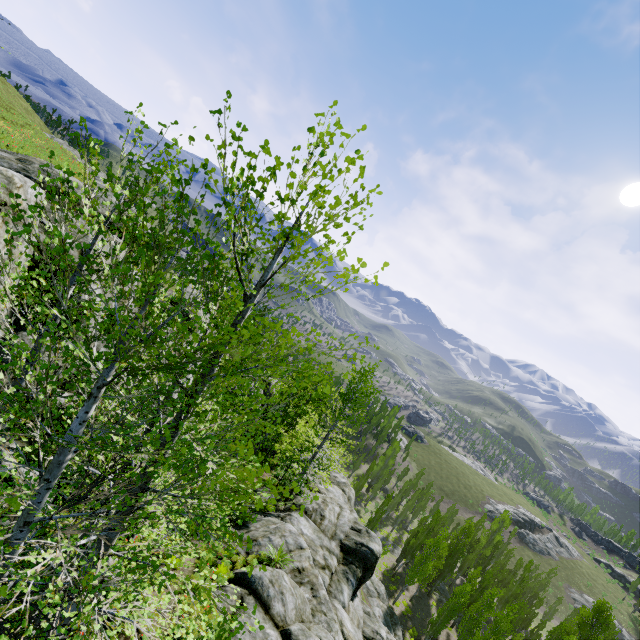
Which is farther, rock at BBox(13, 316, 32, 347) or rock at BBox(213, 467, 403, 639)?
rock at BBox(213, 467, 403, 639)

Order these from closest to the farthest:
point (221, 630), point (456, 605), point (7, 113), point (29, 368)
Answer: point (29, 368) → point (221, 630) → point (456, 605) → point (7, 113)

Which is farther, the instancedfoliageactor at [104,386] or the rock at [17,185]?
the rock at [17,185]

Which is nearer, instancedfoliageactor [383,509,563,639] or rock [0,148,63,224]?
rock [0,148,63,224]

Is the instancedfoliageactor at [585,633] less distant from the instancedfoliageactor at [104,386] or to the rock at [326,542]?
the rock at [326,542]

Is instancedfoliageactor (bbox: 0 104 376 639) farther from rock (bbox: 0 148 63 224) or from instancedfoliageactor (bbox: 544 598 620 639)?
instancedfoliageactor (bbox: 544 598 620 639)

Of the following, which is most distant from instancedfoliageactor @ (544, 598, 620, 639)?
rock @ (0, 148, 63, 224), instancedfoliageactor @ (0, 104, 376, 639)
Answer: instancedfoliageactor @ (0, 104, 376, 639)

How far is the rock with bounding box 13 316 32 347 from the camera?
9.5 meters
